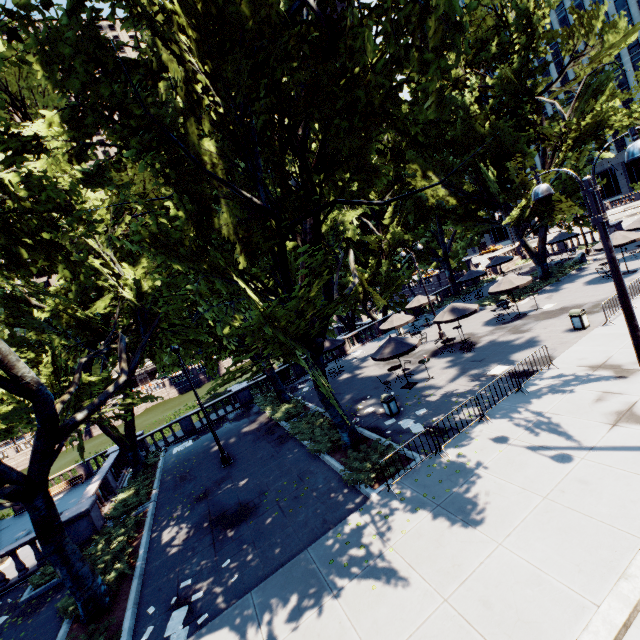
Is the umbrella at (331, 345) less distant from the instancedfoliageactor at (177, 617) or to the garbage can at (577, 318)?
the garbage can at (577, 318)

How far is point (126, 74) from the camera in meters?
10.5

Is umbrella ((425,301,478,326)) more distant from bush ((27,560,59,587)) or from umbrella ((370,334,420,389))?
bush ((27,560,59,587))

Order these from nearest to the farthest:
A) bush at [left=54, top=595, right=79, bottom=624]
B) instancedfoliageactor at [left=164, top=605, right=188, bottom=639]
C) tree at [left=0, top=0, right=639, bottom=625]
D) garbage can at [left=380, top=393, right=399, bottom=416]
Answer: tree at [left=0, top=0, right=639, bottom=625] → instancedfoliageactor at [left=164, top=605, right=188, bottom=639] → bush at [left=54, top=595, right=79, bottom=624] → garbage can at [left=380, top=393, right=399, bottom=416]

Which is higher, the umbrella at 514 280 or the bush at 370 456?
the umbrella at 514 280

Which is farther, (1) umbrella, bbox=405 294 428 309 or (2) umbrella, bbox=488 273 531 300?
(1) umbrella, bbox=405 294 428 309

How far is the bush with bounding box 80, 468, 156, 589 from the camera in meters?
11.7

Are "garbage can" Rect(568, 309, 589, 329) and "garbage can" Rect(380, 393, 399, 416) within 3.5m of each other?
no
